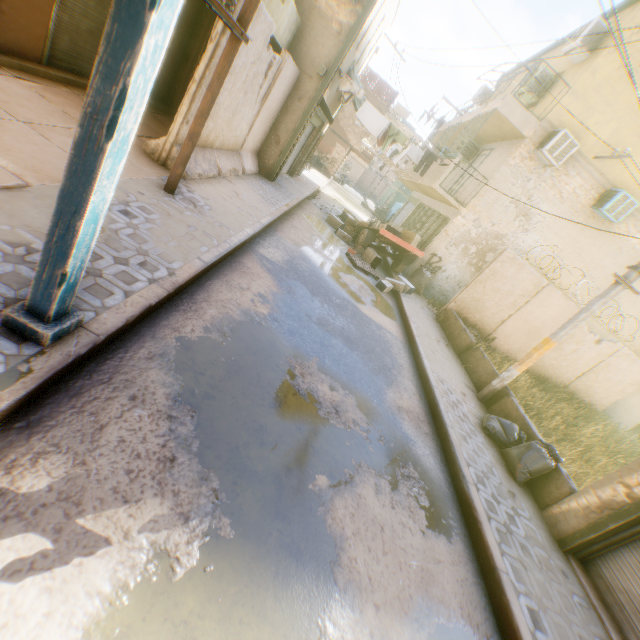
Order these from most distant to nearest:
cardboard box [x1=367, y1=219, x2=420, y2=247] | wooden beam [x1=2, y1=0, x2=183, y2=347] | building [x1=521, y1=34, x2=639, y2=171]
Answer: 1. cardboard box [x1=367, y1=219, x2=420, y2=247]
2. building [x1=521, y1=34, x2=639, y2=171]
3. wooden beam [x1=2, y1=0, x2=183, y2=347]

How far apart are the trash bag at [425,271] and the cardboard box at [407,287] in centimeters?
25cm

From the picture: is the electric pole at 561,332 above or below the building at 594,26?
below

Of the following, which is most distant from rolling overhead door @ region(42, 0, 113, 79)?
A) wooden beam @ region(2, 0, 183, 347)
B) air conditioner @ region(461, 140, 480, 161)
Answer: air conditioner @ region(461, 140, 480, 161)

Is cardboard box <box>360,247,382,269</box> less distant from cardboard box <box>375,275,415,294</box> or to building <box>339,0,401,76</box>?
building <box>339,0,401,76</box>

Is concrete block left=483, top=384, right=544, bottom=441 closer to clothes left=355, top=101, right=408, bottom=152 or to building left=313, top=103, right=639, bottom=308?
building left=313, top=103, right=639, bottom=308

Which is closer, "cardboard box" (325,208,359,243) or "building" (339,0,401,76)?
"building" (339,0,401,76)

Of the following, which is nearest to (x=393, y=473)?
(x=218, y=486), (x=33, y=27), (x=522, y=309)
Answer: (x=218, y=486)
